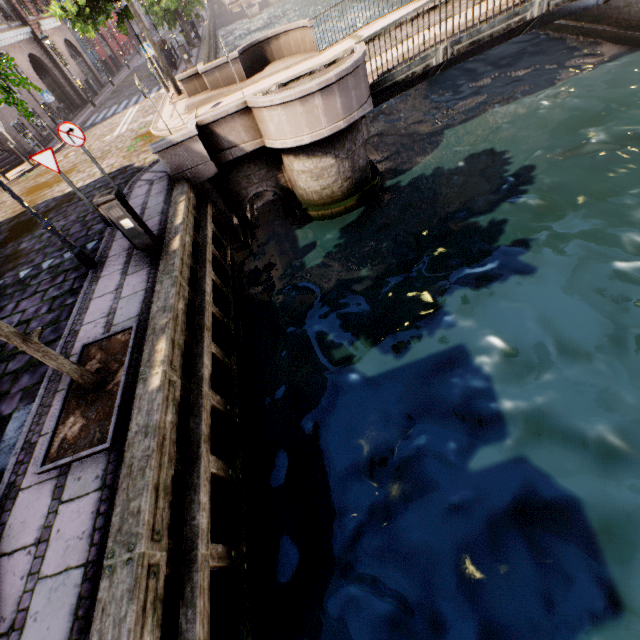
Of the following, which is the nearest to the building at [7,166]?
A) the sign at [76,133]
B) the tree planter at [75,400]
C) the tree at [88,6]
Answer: the tree at [88,6]

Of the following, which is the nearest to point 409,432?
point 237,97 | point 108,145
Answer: point 237,97

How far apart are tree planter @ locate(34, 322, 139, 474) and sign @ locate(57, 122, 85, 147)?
5.7m

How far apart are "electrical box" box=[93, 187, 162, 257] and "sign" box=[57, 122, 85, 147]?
3.48m

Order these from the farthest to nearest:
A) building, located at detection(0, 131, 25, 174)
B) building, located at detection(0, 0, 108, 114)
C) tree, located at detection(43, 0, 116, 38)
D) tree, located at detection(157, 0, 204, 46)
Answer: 1. tree, located at detection(157, 0, 204, 46)
2. building, located at detection(0, 0, 108, 114)
3. building, located at detection(0, 131, 25, 174)
4. tree, located at detection(43, 0, 116, 38)

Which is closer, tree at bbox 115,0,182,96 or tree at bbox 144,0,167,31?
tree at bbox 115,0,182,96

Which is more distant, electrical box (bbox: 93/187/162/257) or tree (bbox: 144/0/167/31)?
tree (bbox: 144/0/167/31)

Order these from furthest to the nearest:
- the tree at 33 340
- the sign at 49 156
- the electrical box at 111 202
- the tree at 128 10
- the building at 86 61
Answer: the building at 86 61
the tree at 128 10
the sign at 49 156
the electrical box at 111 202
the tree at 33 340
